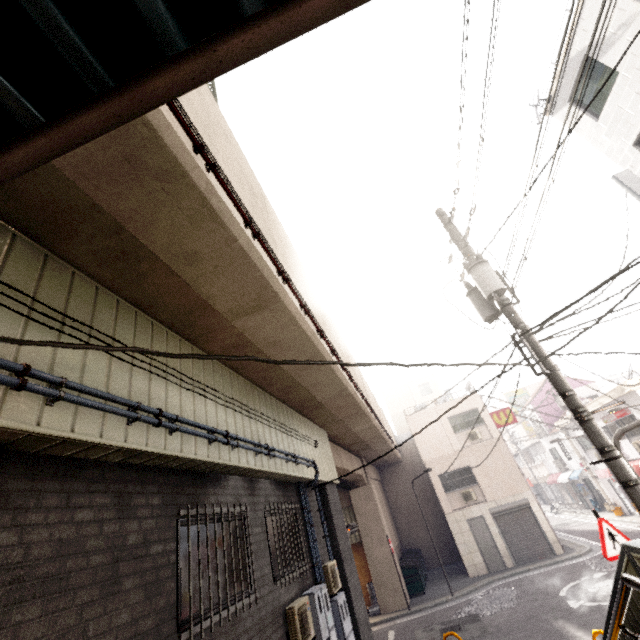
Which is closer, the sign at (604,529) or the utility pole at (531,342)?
the utility pole at (531,342)

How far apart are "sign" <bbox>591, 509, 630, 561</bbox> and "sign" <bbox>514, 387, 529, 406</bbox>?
34.98m

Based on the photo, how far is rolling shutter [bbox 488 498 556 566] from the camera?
16.9m

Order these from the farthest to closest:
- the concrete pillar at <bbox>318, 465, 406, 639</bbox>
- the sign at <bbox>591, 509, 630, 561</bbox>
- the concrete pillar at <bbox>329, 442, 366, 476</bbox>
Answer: the concrete pillar at <bbox>329, 442, 366, 476</bbox> < the concrete pillar at <bbox>318, 465, 406, 639</bbox> < the sign at <bbox>591, 509, 630, 561</bbox>

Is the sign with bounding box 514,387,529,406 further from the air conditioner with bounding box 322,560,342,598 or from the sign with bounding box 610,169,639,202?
the air conditioner with bounding box 322,560,342,598

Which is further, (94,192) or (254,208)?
(254,208)

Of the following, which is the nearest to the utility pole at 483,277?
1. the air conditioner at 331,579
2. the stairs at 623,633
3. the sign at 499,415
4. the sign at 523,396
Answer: the stairs at 623,633

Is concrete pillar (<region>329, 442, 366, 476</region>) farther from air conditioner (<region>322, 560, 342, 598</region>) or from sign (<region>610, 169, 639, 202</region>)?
sign (<region>610, 169, 639, 202</region>)
